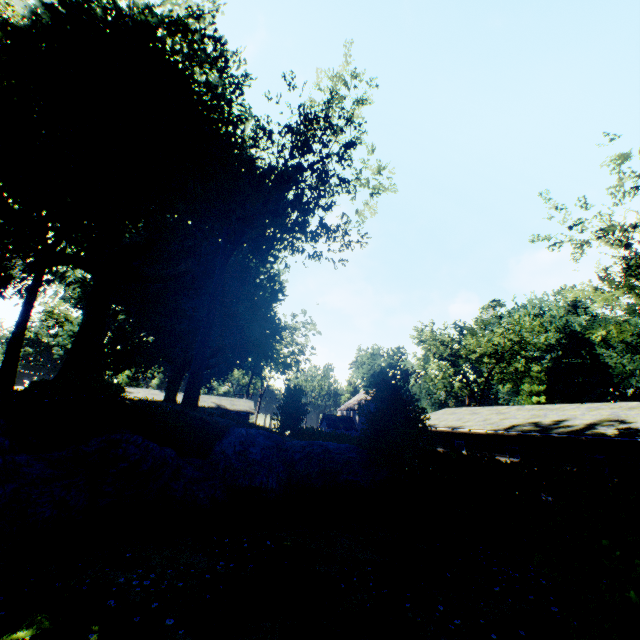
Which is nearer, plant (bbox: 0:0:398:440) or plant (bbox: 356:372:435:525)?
plant (bbox: 356:372:435:525)

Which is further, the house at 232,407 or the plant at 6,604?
the house at 232,407

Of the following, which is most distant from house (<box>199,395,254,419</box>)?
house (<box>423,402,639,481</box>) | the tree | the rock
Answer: the rock

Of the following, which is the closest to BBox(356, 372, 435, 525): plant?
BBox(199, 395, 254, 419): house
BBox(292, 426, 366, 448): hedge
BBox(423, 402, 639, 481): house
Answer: BBox(292, 426, 366, 448): hedge

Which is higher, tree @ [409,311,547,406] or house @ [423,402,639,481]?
tree @ [409,311,547,406]

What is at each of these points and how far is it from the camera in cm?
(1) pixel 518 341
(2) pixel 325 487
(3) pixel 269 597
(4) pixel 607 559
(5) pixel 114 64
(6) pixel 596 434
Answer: (1) tree, 4269
(2) rock, 1299
(3) plant, 546
(4) hedge, 321
(5) plant, 1977
(6) house, 1542

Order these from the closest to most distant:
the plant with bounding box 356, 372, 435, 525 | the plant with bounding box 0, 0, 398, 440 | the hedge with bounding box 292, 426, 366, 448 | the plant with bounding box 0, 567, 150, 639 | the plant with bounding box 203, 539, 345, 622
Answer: the plant with bounding box 0, 567, 150, 639 < the plant with bounding box 203, 539, 345, 622 < the plant with bounding box 356, 372, 435, 525 < the plant with bounding box 0, 0, 398, 440 < the hedge with bounding box 292, 426, 366, 448

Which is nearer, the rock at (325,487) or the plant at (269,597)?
the plant at (269,597)
